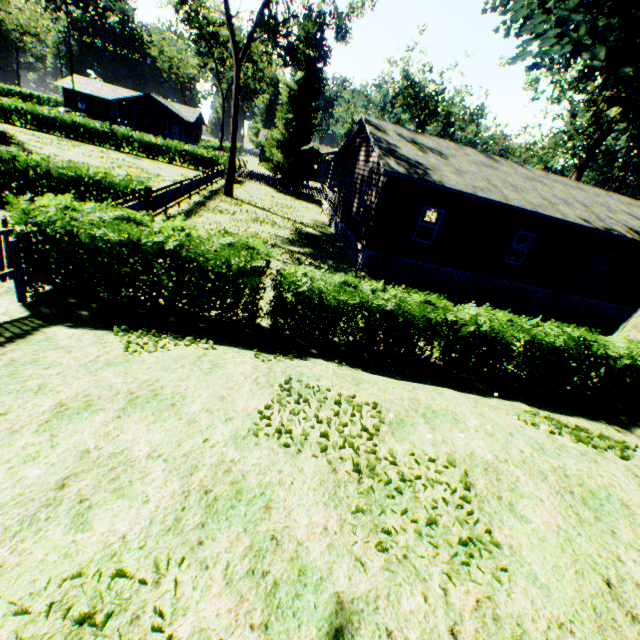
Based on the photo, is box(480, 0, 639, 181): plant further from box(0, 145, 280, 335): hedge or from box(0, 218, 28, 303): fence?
box(0, 145, 280, 335): hedge

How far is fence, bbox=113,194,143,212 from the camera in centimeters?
1072cm

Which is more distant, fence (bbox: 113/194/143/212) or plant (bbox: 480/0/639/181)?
fence (bbox: 113/194/143/212)

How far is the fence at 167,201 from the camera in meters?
14.3 m

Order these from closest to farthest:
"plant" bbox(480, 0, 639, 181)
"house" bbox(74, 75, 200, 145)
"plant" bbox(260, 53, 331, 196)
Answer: "plant" bbox(480, 0, 639, 181), "plant" bbox(260, 53, 331, 196), "house" bbox(74, 75, 200, 145)

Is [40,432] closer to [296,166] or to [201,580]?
[201,580]

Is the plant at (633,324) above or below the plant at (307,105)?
below

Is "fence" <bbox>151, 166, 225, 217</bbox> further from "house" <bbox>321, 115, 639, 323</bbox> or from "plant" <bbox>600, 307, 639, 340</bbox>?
"house" <bbox>321, 115, 639, 323</bbox>
